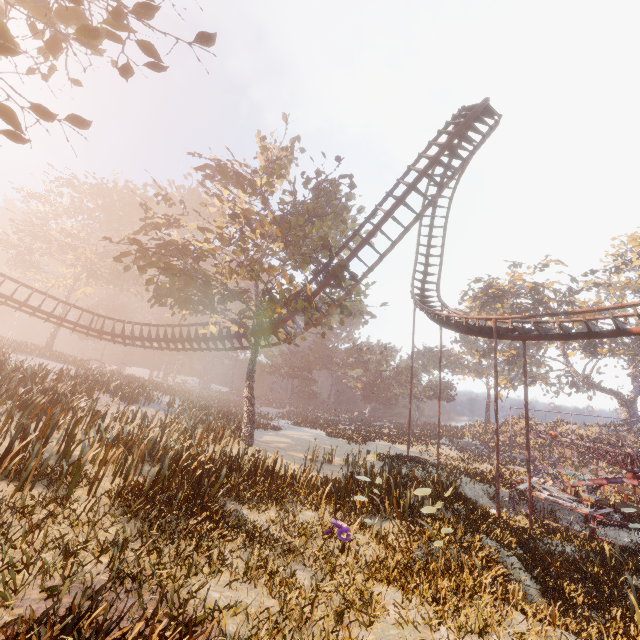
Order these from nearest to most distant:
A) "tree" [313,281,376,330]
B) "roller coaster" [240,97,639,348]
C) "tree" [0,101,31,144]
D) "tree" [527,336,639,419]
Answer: "tree" [0,101,31,144]
"roller coaster" [240,97,639,348]
"tree" [313,281,376,330]
"tree" [527,336,639,419]

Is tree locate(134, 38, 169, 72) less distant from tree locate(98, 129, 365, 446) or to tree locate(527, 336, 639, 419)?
tree locate(98, 129, 365, 446)

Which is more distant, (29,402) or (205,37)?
(29,402)

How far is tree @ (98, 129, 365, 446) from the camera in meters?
16.4

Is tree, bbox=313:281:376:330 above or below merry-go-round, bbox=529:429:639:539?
above

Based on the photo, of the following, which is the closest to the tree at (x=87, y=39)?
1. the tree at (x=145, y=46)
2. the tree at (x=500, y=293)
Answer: the tree at (x=145, y=46)

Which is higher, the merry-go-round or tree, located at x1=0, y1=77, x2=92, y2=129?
tree, located at x1=0, y1=77, x2=92, y2=129

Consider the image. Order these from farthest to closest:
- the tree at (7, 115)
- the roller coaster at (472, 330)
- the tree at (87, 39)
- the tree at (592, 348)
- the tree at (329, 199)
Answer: the tree at (592, 348) < the tree at (329, 199) < the roller coaster at (472, 330) < the tree at (7, 115) < the tree at (87, 39)
